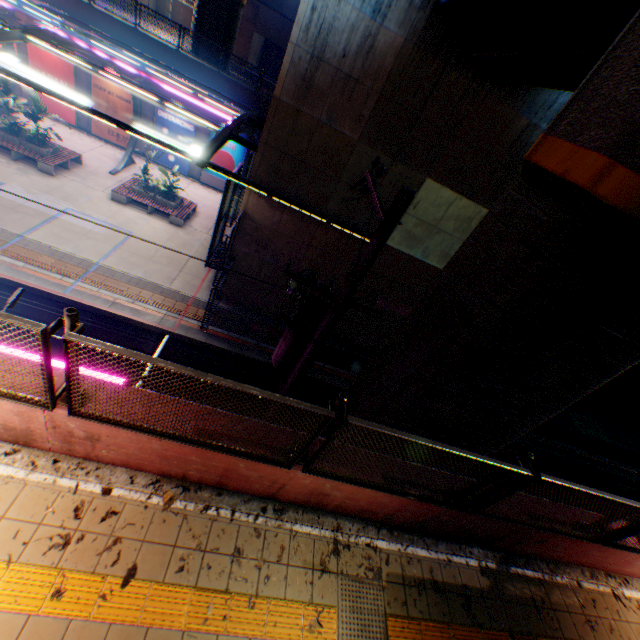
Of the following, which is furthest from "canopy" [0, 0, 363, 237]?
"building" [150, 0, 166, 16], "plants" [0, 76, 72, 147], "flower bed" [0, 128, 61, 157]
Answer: Answer: "building" [150, 0, 166, 16]

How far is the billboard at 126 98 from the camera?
20.4 meters

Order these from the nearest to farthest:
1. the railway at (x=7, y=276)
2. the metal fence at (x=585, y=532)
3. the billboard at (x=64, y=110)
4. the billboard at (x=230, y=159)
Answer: the metal fence at (x=585, y=532)
the railway at (x=7, y=276)
the billboard at (x=64, y=110)
the billboard at (x=230, y=159)

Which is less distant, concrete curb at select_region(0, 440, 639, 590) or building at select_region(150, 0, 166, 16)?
concrete curb at select_region(0, 440, 639, 590)

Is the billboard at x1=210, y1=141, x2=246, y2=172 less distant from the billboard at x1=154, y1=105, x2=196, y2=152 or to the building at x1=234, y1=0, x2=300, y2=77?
the billboard at x1=154, y1=105, x2=196, y2=152

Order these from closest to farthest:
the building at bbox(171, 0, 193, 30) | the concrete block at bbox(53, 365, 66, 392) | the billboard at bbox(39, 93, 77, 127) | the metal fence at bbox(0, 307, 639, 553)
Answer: the metal fence at bbox(0, 307, 639, 553)
the concrete block at bbox(53, 365, 66, 392)
the billboard at bbox(39, 93, 77, 127)
the building at bbox(171, 0, 193, 30)

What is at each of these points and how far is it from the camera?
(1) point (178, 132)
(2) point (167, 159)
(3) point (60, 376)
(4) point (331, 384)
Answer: (1) billboard, 21.95m
(2) billboard, 23.05m
(3) concrete block, 3.49m
(4) railway, 15.26m

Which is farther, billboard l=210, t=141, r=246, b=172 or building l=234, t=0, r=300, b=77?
building l=234, t=0, r=300, b=77
